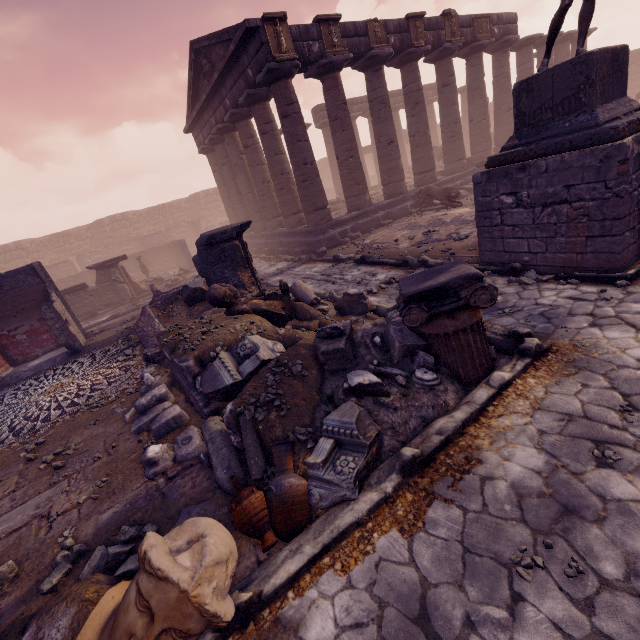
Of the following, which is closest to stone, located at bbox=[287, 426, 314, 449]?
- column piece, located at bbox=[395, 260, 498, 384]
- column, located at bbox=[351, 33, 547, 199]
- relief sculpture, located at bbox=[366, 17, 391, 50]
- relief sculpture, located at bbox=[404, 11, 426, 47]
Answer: column piece, located at bbox=[395, 260, 498, 384]

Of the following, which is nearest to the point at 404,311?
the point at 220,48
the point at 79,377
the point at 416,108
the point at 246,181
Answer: the point at 79,377

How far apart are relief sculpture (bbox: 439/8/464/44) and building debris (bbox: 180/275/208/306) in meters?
15.1 m

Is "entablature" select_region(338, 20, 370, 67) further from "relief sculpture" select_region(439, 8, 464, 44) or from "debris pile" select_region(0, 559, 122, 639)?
"debris pile" select_region(0, 559, 122, 639)

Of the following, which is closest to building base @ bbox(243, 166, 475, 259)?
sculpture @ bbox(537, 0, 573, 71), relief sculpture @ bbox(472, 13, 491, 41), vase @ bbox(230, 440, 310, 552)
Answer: relief sculpture @ bbox(472, 13, 491, 41)

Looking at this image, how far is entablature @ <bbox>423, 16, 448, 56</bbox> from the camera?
13.6 meters

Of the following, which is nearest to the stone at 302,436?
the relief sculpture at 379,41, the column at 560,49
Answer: the relief sculpture at 379,41

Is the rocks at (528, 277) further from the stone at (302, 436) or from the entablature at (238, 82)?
the entablature at (238, 82)
